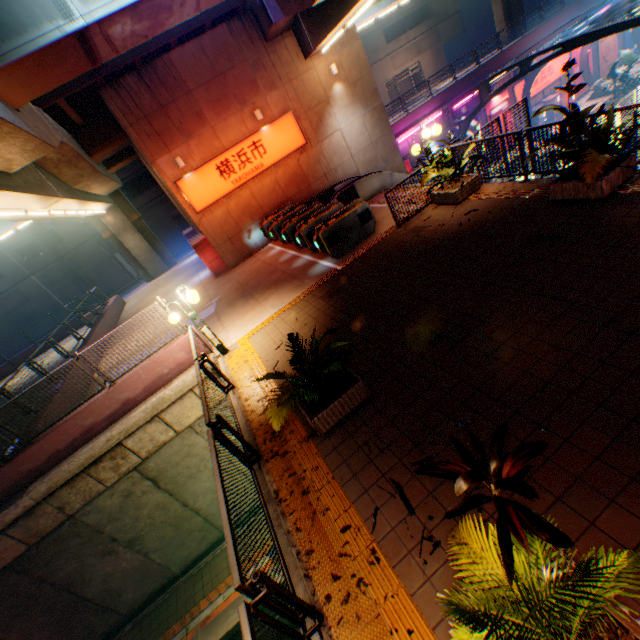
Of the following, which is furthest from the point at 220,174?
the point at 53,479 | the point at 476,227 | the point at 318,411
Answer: the point at 318,411

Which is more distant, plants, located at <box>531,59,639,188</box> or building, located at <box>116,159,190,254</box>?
building, located at <box>116,159,190,254</box>

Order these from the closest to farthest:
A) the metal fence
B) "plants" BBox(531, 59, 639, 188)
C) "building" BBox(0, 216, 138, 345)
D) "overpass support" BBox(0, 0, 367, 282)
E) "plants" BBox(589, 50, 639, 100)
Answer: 1. the metal fence
2. "plants" BBox(531, 59, 639, 188)
3. "overpass support" BBox(0, 0, 367, 282)
4. "plants" BBox(589, 50, 639, 100)
5. "building" BBox(0, 216, 138, 345)

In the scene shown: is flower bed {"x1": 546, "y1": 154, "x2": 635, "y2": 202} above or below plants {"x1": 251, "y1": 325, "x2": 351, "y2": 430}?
below

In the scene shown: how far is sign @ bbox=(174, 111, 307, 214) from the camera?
15.1m

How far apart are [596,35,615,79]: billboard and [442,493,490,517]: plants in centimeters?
4276cm

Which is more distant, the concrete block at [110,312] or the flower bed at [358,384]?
the concrete block at [110,312]

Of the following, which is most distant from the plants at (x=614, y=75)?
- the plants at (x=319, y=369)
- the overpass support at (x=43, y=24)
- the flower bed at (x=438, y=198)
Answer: the plants at (x=319, y=369)
